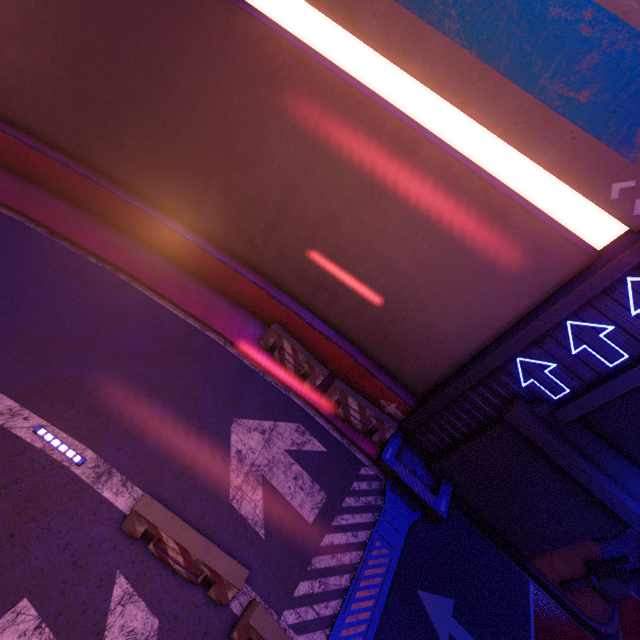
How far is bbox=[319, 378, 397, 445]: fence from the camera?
10.17m

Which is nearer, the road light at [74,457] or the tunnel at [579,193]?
the tunnel at [579,193]

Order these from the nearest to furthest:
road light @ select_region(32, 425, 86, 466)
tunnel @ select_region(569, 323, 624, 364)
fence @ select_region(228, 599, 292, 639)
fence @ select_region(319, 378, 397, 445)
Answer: fence @ select_region(228, 599, 292, 639), road light @ select_region(32, 425, 86, 466), tunnel @ select_region(569, 323, 624, 364), fence @ select_region(319, 378, 397, 445)

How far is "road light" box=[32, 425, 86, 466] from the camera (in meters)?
6.52

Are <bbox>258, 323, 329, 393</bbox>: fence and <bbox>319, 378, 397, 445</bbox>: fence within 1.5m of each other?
yes

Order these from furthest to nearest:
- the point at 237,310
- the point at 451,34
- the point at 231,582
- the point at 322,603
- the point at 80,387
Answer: the point at 237,310, the point at 80,387, the point at 322,603, the point at 451,34, the point at 231,582

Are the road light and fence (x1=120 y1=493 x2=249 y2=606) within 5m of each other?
yes

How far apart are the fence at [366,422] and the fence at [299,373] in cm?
22
